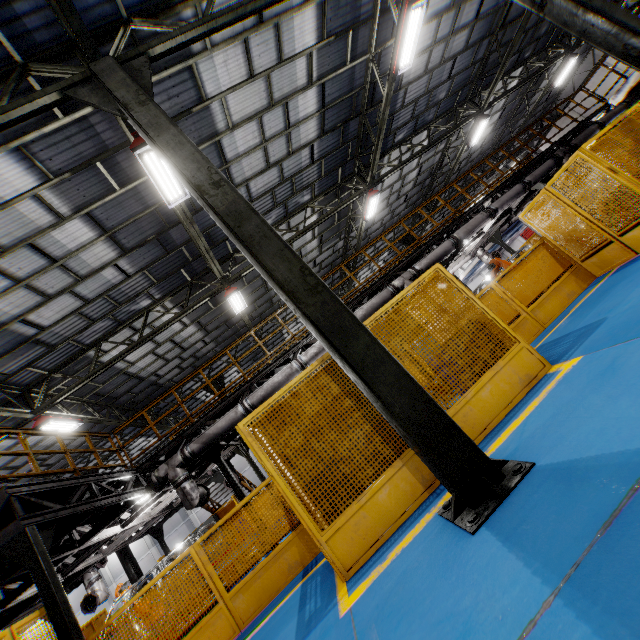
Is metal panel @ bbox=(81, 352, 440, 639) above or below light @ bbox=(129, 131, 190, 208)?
below

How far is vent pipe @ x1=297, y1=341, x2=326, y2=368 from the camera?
9.7 meters

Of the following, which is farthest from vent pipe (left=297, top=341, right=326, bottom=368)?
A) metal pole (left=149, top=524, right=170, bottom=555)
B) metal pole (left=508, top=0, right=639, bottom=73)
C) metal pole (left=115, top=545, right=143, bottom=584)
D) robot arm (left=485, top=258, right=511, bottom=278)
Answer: metal pole (left=115, top=545, right=143, bottom=584)

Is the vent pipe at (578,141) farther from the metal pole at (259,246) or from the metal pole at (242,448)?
the metal pole at (259,246)

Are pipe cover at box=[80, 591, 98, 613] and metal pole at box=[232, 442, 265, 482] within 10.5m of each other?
yes

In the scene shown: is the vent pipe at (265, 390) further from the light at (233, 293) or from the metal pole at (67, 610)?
the light at (233, 293)

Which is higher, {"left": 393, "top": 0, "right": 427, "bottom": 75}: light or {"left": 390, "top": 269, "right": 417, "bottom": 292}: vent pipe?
{"left": 393, "top": 0, "right": 427, "bottom": 75}: light

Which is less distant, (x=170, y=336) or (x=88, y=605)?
(x=88, y=605)
